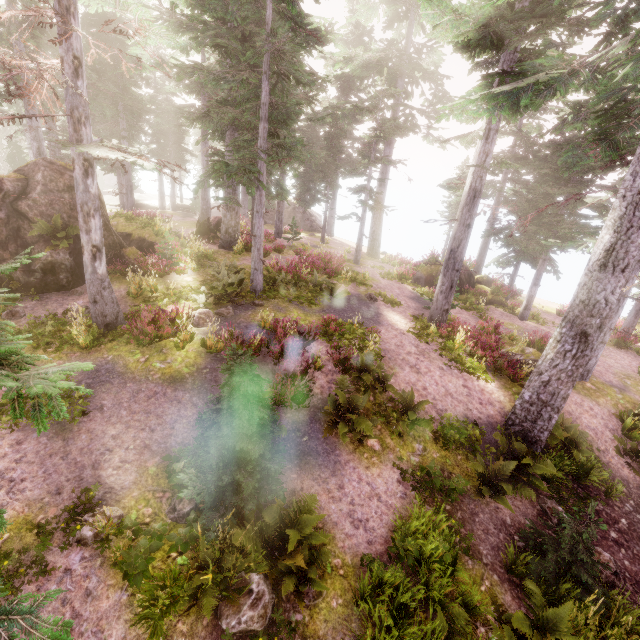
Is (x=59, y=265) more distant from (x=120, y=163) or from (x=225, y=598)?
(x=225, y=598)

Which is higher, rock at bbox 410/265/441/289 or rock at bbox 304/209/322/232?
rock at bbox 304/209/322/232

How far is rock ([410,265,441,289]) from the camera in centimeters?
2242cm

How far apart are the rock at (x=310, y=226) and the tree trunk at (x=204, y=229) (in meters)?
17.56

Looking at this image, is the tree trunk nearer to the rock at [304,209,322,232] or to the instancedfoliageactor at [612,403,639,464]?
the instancedfoliageactor at [612,403,639,464]

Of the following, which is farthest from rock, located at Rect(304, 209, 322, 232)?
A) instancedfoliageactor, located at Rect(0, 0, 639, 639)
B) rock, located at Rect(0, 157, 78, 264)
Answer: rock, located at Rect(0, 157, 78, 264)

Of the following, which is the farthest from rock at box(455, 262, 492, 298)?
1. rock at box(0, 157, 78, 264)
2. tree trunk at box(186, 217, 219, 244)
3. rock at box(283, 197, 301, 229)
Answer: rock at box(283, 197, 301, 229)

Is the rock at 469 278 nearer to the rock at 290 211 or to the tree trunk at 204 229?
the tree trunk at 204 229
